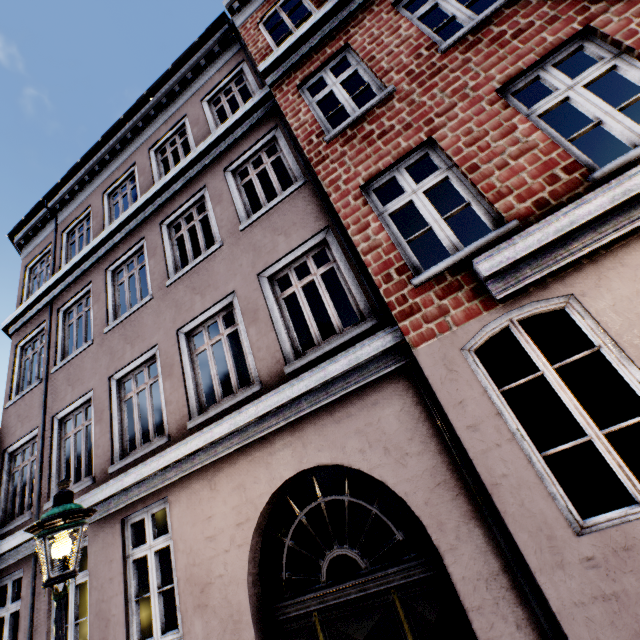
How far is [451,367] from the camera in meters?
3.4 m
